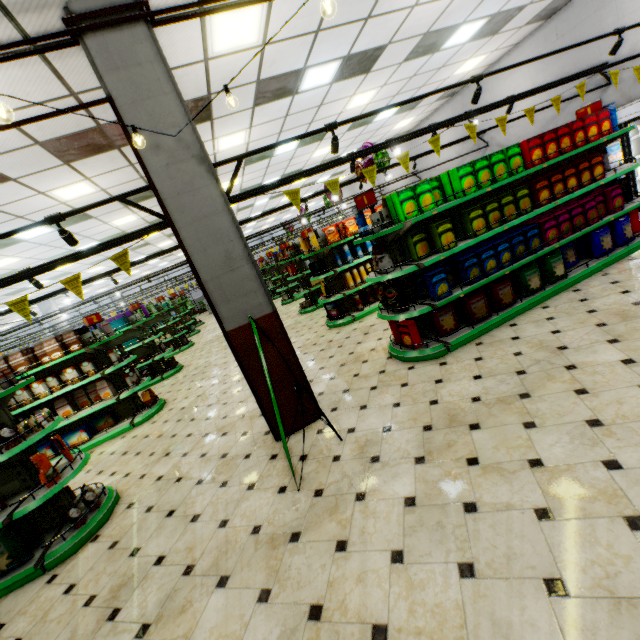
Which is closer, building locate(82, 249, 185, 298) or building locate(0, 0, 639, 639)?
building locate(0, 0, 639, 639)

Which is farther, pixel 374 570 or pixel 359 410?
pixel 359 410

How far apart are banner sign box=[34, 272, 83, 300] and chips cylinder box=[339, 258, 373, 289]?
4.75m

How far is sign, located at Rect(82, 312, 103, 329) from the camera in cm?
669

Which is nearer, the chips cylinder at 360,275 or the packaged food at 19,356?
the packaged food at 19,356

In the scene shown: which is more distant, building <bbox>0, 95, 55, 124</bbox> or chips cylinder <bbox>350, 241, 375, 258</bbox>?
chips cylinder <bbox>350, 241, 375, 258</bbox>

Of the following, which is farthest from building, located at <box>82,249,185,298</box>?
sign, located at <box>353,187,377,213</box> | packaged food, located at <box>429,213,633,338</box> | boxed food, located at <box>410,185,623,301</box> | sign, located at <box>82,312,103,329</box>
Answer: sign, located at <box>82,312,103,329</box>

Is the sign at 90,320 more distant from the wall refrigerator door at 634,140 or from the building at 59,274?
the wall refrigerator door at 634,140
